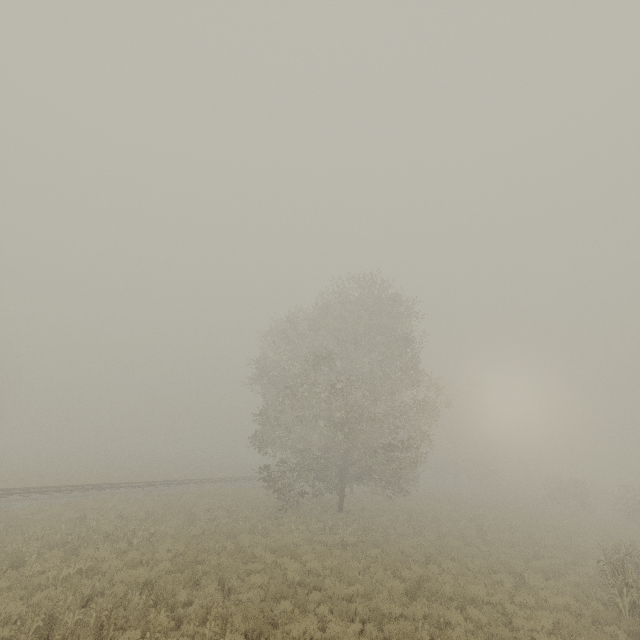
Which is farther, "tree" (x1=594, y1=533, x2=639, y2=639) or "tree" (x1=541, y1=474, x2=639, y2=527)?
"tree" (x1=541, y1=474, x2=639, y2=527)

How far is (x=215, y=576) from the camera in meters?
10.8

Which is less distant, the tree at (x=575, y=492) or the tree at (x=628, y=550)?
the tree at (x=628, y=550)
